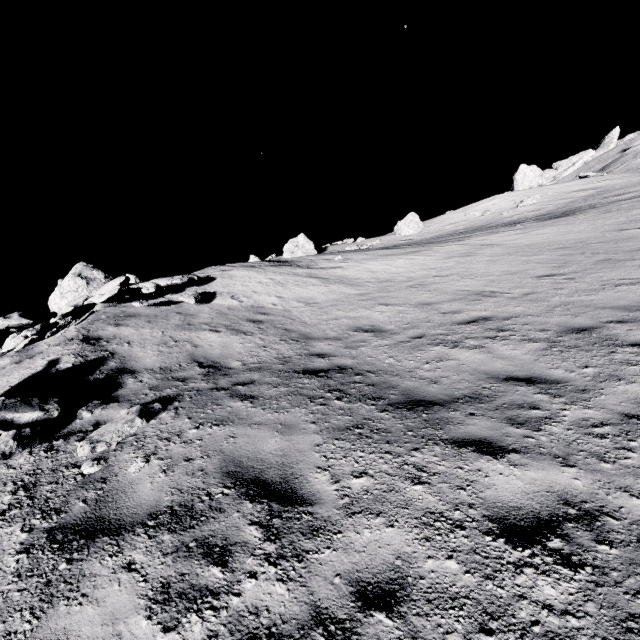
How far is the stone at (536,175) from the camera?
38.6 meters

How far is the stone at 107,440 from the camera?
4.3m

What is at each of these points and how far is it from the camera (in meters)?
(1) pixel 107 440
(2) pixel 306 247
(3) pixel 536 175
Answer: (1) stone, 4.42
(2) stone, 31.77
(3) stone, 38.59

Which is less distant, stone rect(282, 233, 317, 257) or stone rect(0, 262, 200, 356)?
stone rect(0, 262, 200, 356)

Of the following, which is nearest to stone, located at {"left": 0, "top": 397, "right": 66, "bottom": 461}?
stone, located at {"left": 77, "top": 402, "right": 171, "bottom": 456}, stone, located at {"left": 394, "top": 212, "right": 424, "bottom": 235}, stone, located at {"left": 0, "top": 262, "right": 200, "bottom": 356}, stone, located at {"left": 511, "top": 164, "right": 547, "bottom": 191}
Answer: stone, located at {"left": 77, "top": 402, "right": 171, "bottom": 456}

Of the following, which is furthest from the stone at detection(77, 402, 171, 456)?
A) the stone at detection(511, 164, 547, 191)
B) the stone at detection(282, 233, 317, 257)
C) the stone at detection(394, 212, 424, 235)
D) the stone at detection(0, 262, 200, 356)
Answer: the stone at detection(511, 164, 547, 191)

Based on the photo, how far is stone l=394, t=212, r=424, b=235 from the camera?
37.8 meters

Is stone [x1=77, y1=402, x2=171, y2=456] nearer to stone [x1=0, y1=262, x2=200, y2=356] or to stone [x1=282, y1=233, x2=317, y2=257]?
stone [x1=0, y1=262, x2=200, y2=356]
